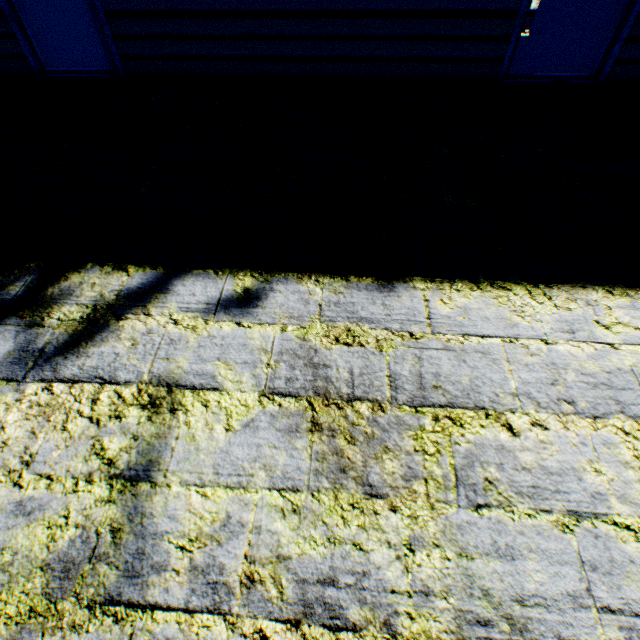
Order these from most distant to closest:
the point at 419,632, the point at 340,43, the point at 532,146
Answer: the point at 340,43, the point at 532,146, the point at 419,632
